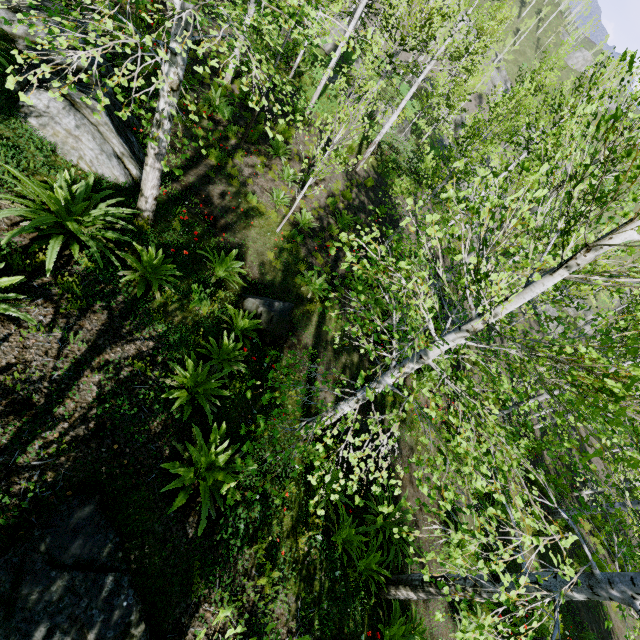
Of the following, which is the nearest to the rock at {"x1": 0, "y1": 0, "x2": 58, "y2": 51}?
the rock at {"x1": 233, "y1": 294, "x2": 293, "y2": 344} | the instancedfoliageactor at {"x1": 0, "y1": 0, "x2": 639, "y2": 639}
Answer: the instancedfoliageactor at {"x1": 0, "y1": 0, "x2": 639, "y2": 639}

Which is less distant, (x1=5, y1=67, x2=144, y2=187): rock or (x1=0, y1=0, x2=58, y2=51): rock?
(x1=5, y1=67, x2=144, y2=187): rock

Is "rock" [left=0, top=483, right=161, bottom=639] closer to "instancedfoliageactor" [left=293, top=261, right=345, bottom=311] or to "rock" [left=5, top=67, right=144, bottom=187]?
"instancedfoliageactor" [left=293, top=261, right=345, bottom=311]

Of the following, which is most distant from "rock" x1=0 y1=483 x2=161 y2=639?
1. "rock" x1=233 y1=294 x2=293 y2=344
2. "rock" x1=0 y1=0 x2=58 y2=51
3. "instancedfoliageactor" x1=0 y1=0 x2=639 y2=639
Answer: "rock" x1=0 y1=0 x2=58 y2=51

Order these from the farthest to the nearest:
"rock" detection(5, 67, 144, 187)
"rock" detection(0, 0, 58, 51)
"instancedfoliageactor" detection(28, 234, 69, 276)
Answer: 1. "rock" detection(0, 0, 58, 51)
2. "rock" detection(5, 67, 144, 187)
3. "instancedfoliageactor" detection(28, 234, 69, 276)

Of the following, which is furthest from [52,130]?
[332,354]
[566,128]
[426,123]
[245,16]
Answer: [426,123]

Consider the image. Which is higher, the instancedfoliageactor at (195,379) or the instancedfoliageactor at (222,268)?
the instancedfoliageactor at (195,379)

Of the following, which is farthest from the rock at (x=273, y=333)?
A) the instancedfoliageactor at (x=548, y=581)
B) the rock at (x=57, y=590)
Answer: the rock at (x=57, y=590)
